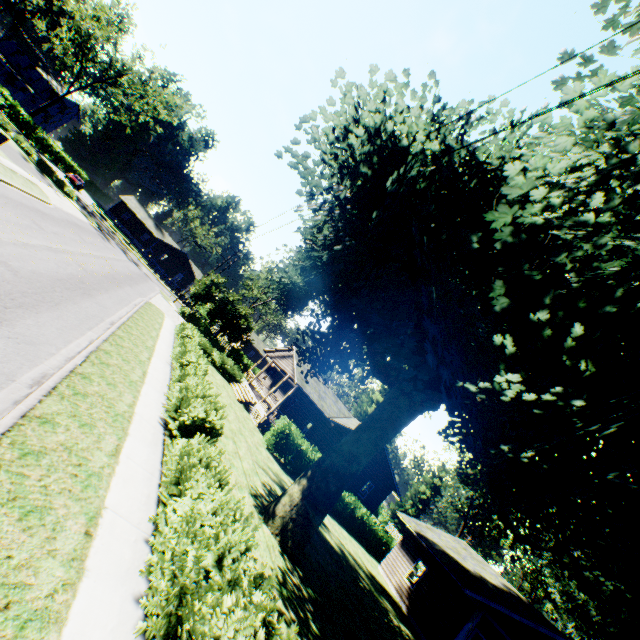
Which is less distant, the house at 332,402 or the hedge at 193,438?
the hedge at 193,438

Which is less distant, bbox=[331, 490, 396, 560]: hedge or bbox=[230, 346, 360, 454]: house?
bbox=[331, 490, 396, 560]: hedge

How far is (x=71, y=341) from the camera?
9.44m

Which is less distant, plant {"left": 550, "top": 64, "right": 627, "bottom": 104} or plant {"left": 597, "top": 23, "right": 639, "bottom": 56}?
plant {"left": 597, "top": 23, "right": 639, "bottom": 56}

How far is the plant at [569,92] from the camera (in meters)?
5.36

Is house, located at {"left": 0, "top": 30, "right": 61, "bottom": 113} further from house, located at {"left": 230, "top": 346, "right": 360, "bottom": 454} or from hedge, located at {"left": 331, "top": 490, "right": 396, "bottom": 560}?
house, located at {"left": 230, "top": 346, "right": 360, "bottom": 454}

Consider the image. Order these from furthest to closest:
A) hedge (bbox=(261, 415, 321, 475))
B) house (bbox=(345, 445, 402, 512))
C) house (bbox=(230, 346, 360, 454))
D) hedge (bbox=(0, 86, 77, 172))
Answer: hedge (bbox=(0, 86, 77, 172)) → house (bbox=(345, 445, 402, 512)) → house (bbox=(230, 346, 360, 454)) → hedge (bbox=(261, 415, 321, 475))

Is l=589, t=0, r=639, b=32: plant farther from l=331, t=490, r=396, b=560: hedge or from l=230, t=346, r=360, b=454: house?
l=331, t=490, r=396, b=560: hedge
